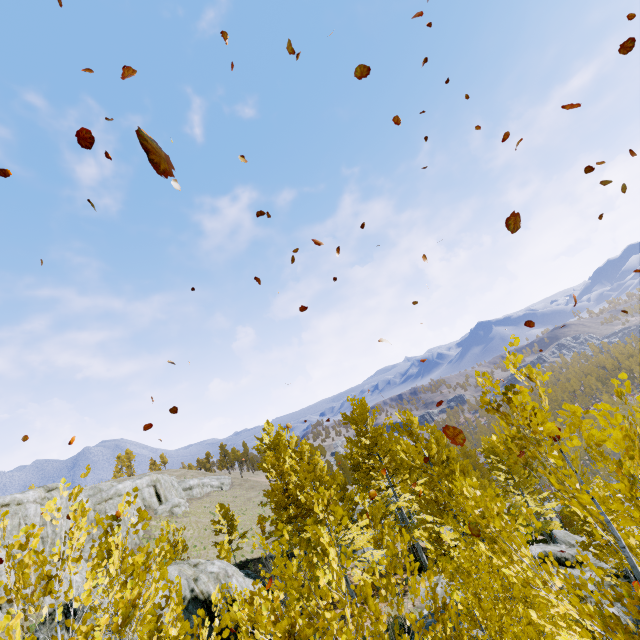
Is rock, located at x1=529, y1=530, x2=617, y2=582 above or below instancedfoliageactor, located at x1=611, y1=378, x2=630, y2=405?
below

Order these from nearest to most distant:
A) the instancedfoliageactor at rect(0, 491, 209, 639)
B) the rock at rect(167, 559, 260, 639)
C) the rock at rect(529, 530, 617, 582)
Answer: the instancedfoliageactor at rect(0, 491, 209, 639) → the rock at rect(167, 559, 260, 639) → the rock at rect(529, 530, 617, 582)

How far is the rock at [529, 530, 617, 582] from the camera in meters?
Answer: 17.2

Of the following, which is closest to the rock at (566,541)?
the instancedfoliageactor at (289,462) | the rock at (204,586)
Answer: the instancedfoliageactor at (289,462)

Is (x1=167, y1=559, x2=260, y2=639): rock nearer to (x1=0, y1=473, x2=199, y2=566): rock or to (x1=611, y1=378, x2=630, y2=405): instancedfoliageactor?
(x1=611, y1=378, x2=630, y2=405): instancedfoliageactor

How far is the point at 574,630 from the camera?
2.8m

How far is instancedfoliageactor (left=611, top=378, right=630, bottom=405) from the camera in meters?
2.4
